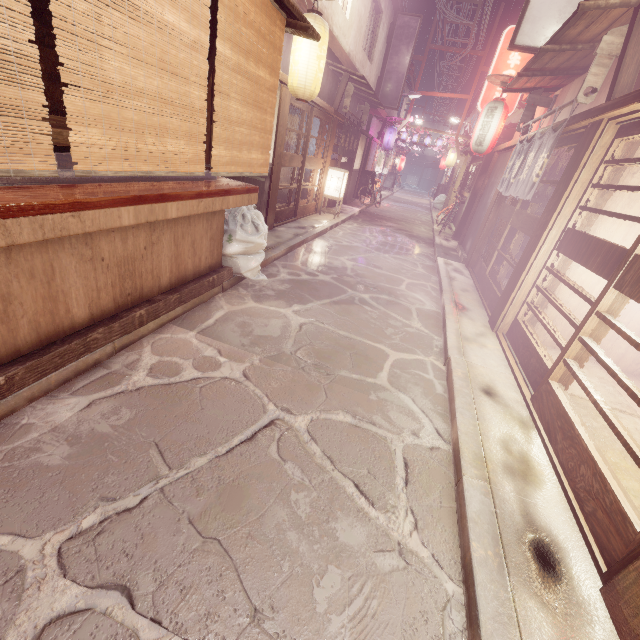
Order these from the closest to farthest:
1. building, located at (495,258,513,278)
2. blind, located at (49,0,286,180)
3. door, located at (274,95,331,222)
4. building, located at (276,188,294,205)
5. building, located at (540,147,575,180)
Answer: blind, located at (49,0,286,180) < building, located at (540,147,575,180) < door, located at (274,95,331,222) < building, located at (495,258,513,278) < building, located at (276,188,294,205)

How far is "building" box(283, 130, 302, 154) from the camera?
18.6m

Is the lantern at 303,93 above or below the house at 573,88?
below

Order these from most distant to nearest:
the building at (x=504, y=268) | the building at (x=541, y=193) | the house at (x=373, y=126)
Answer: the house at (x=373, y=126)
the building at (x=504, y=268)
the building at (x=541, y=193)

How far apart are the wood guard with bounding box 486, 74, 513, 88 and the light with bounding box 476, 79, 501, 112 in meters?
1.5 m

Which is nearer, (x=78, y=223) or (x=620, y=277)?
(x=78, y=223)

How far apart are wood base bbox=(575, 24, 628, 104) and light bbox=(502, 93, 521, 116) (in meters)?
10.05

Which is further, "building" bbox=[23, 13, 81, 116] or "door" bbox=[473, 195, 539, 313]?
"door" bbox=[473, 195, 539, 313]
